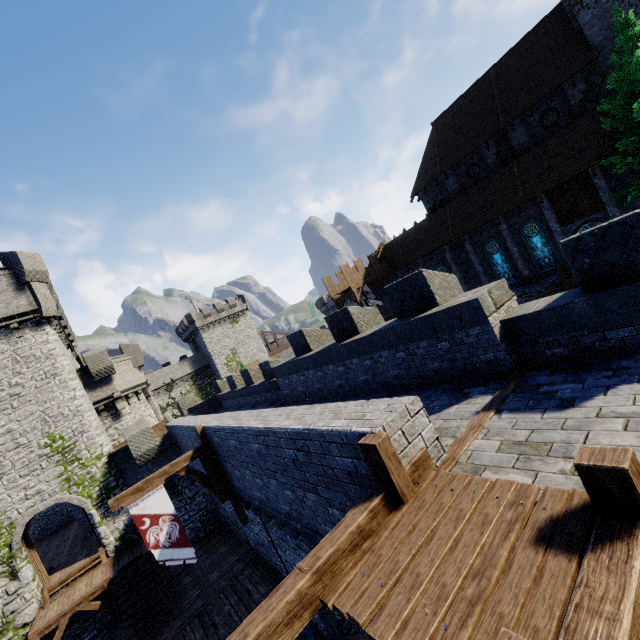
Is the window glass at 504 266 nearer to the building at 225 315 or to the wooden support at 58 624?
the wooden support at 58 624

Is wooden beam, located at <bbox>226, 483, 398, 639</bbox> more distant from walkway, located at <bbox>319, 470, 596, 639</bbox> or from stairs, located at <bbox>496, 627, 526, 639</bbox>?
stairs, located at <bbox>496, 627, 526, 639</bbox>

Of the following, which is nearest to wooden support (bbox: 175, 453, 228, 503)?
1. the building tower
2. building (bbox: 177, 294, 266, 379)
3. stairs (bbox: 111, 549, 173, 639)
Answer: stairs (bbox: 111, 549, 173, 639)

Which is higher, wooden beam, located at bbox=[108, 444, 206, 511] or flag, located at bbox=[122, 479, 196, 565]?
wooden beam, located at bbox=[108, 444, 206, 511]

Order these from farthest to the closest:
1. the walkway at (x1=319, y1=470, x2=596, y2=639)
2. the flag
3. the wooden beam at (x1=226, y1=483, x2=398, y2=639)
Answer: the flag
the wooden beam at (x1=226, y1=483, x2=398, y2=639)
the walkway at (x1=319, y1=470, x2=596, y2=639)

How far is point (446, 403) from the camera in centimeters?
645cm

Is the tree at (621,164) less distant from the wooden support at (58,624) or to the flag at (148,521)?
the flag at (148,521)

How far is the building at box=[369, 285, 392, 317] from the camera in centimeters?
3597cm
